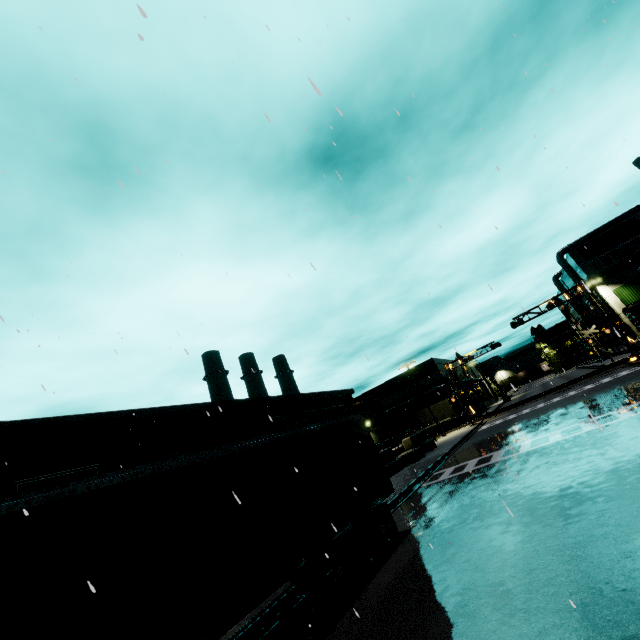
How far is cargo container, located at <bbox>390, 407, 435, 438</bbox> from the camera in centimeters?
4728cm

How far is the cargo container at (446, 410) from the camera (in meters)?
45.62

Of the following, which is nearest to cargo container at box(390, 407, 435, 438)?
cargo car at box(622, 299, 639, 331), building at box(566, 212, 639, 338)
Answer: building at box(566, 212, 639, 338)

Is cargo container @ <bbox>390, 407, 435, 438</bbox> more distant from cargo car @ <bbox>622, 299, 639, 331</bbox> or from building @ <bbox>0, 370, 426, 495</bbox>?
cargo car @ <bbox>622, 299, 639, 331</bbox>

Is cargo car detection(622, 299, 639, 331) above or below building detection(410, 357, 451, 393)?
below

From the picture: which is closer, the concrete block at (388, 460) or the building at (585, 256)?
the concrete block at (388, 460)

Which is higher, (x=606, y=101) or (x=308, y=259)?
(x=606, y=101)
